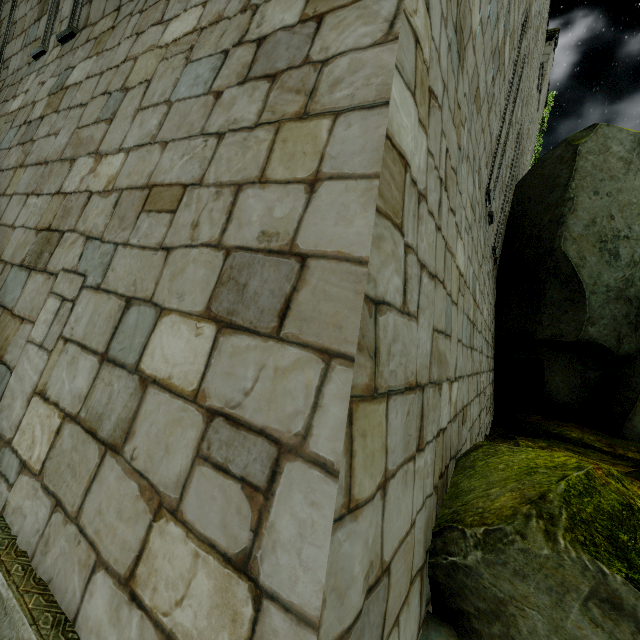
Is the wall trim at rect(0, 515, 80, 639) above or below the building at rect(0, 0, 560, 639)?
below

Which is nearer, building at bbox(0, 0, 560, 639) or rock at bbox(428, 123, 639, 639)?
building at bbox(0, 0, 560, 639)

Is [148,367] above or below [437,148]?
below

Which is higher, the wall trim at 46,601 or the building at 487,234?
the building at 487,234

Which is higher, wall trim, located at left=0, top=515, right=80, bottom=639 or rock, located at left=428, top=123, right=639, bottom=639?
rock, located at left=428, top=123, right=639, bottom=639

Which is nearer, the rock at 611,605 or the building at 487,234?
the building at 487,234
